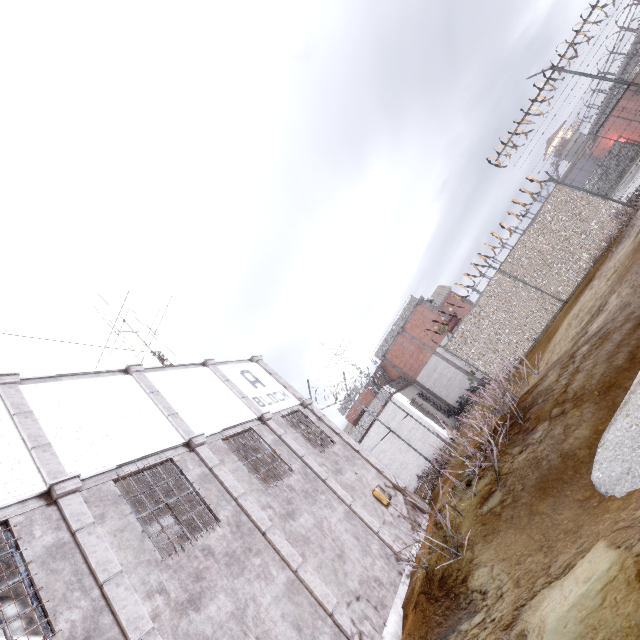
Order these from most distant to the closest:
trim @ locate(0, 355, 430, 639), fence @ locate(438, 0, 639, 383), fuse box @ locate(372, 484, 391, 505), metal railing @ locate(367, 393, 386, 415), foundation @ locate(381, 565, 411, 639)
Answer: metal railing @ locate(367, 393, 386, 415), fence @ locate(438, 0, 639, 383), fuse box @ locate(372, 484, 391, 505), foundation @ locate(381, 565, 411, 639), trim @ locate(0, 355, 430, 639)

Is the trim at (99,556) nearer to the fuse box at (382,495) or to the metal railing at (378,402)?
the fuse box at (382,495)

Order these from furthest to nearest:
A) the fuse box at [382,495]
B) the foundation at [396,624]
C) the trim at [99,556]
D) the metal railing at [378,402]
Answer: the metal railing at [378,402], the fuse box at [382,495], the foundation at [396,624], the trim at [99,556]

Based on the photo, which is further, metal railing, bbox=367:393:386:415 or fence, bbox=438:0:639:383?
metal railing, bbox=367:393:386:415

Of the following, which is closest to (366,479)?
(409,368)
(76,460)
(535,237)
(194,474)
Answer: (194,474)

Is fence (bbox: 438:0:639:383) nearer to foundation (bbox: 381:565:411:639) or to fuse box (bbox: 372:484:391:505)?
fuse box (bbox: 372:484:391:505)

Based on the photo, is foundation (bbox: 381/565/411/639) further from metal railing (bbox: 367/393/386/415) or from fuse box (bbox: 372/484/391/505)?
metal railing (bbox: 367/393/386/415)

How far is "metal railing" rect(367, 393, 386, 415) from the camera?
20.7 meters
